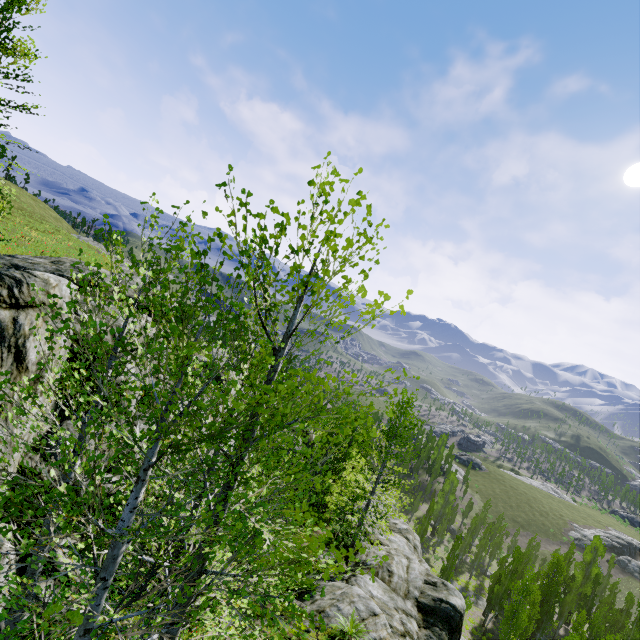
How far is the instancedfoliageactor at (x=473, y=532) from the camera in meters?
40.0

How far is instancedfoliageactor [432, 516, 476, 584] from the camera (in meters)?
39.97

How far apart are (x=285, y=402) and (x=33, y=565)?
2.4 meters

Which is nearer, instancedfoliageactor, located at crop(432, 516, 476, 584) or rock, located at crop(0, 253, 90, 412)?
rock, located at crop(0, 253, 90, 412)

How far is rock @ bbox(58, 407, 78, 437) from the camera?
9.69m

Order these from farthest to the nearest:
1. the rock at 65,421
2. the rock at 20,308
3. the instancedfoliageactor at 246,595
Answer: the rock at 65,421 → the rock at 20,308 → the instancedfoliageactor at 246,595

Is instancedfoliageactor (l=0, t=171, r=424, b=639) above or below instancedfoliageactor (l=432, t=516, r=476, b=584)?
above
